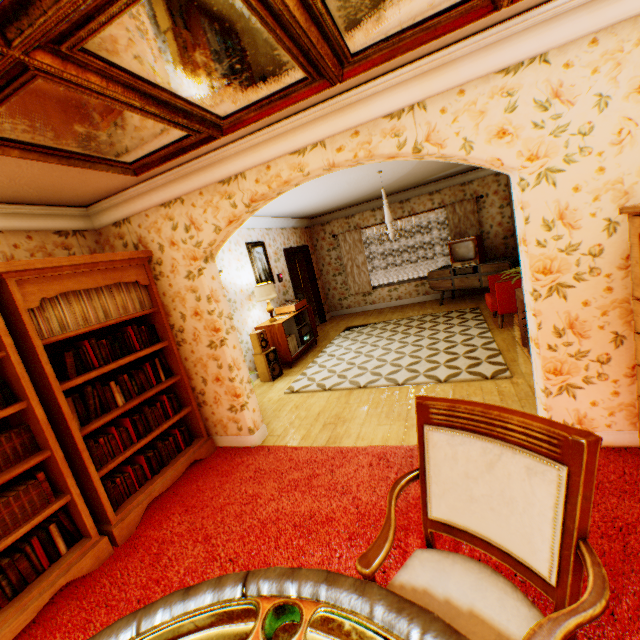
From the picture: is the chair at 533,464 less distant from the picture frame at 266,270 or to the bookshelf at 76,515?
the bookshelf at 76,515

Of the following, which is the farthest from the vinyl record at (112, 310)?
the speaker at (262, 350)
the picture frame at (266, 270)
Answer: the picture frame at (266, 270)

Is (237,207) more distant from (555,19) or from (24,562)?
(24,562)

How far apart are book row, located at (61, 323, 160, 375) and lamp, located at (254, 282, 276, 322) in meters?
2.7

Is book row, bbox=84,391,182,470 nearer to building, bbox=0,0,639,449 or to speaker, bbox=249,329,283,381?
building, bbox=0,0,639,449

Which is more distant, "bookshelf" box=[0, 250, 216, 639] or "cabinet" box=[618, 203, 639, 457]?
"bookshelf" box=[0, 250, 216, 639]

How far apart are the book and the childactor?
7.22m

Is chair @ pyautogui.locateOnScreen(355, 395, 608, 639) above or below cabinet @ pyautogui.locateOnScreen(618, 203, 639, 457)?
below
